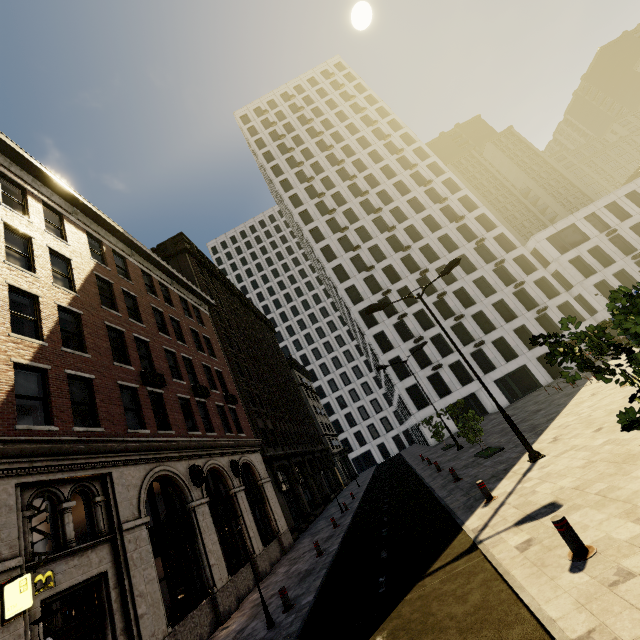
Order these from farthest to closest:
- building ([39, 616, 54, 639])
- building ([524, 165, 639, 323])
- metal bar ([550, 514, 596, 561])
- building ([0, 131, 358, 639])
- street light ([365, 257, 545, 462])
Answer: building ([524, 165, 639, 323]) < street light ([365, 257, 545, 462]) < building ([0, 131, 358, 639]) < building ([39, 616, 54, 639]) < metal bar ([550, 514, 596, 561])

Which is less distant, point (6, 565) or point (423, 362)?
point (6, 565)

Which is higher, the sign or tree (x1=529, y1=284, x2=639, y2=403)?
the sign

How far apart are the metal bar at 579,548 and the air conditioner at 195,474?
13.2 meters

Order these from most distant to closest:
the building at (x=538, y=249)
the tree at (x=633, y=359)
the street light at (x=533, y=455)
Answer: the building at (x=538, y=249) < the street light at (x=533, y=455) < the tree at (x=633, y=359)

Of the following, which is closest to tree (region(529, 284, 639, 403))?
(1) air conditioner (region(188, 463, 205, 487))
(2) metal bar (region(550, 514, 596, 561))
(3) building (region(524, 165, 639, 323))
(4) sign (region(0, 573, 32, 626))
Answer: (2) metal bar (region(550, 514, 596, 561))

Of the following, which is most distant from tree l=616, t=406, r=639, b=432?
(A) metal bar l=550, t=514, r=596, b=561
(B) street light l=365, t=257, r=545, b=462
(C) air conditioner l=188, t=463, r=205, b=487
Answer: (C) air conditioner l=188, t=463, r=205, b=487

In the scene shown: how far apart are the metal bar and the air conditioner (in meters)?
13.20
